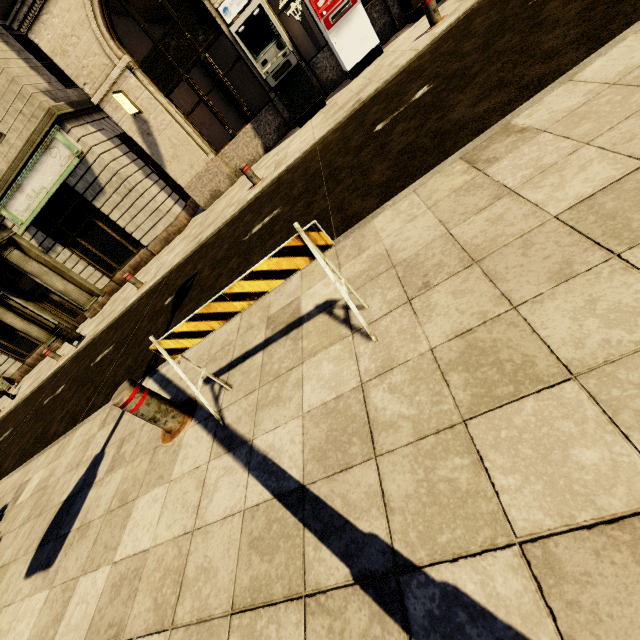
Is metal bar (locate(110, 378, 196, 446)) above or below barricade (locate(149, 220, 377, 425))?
below

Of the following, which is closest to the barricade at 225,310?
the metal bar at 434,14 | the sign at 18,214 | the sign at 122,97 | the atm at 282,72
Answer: the metal bar at 434,14

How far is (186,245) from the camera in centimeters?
941cm

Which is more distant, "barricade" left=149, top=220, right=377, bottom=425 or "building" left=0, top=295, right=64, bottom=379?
"building" left=0, top=295, right=64, bottom=379

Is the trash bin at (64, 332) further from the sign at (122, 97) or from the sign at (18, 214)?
the sign at (122, 97)

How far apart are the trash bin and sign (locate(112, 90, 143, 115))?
6.91m

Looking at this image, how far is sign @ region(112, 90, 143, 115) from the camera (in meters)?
9.20

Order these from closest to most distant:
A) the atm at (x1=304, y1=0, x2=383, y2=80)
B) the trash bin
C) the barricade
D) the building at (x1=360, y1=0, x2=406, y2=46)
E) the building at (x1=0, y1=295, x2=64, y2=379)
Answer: the barricade, the atm at (x1=304, y1=0, x2=383, y2=80), the building at (x1=360, y1=0, x2=406, y2=46), the trash bin, the building at (x1=0, y1=295, x2=64, y2=379)
